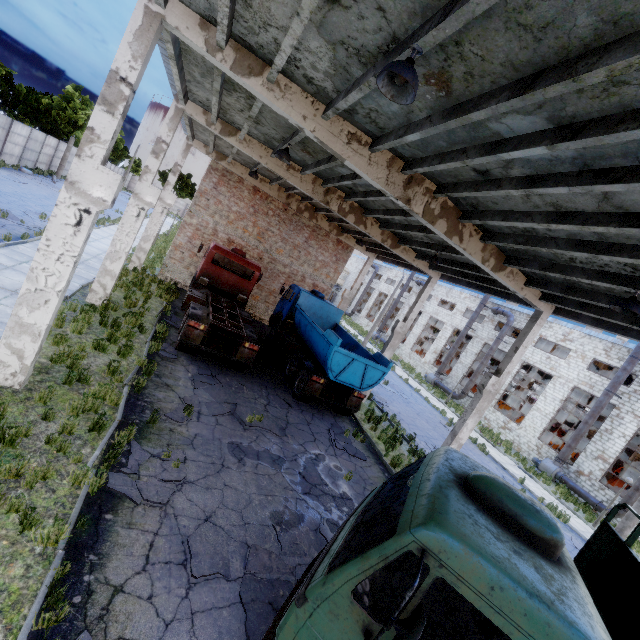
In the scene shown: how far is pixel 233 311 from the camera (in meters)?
15.53

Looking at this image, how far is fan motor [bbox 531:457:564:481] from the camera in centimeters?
2281cm

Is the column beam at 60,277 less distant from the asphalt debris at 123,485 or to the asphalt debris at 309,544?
the asphalt debris at 123,485

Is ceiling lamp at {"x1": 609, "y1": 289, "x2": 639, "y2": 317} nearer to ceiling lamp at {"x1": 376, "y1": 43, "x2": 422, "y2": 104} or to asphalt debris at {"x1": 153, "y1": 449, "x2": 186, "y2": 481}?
ceiling lamp at {"x1": 376, "y1": 43, "x2": 422, "y2": 104}

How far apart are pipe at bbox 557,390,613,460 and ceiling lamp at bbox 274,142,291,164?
26.2m

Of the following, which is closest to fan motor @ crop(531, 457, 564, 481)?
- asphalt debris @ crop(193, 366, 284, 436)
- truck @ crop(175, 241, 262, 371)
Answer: truck @ crop(175, 241, 262, 371)

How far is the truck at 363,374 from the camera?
12.5m

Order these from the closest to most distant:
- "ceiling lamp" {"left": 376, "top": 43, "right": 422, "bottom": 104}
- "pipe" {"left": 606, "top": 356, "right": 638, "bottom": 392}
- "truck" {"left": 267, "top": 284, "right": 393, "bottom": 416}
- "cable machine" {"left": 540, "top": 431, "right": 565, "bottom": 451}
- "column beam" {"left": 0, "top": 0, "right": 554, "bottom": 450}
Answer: "ceiling lamp" {"left": 376, "top": 43, "right": 422, "bottom": 104} → "column beam" {"left": 0, "top": 0, "right": 554, "bottom": 450} → "truck" {"left": 267, "top": 284, "right": 393, "bottom": 416} → "pipe" {"left": 606, "top": 356, "right": 638, "bottom": 392} → "cable machine" {"left": 540, "top": 431, "right": 565, "bottom": 451}
